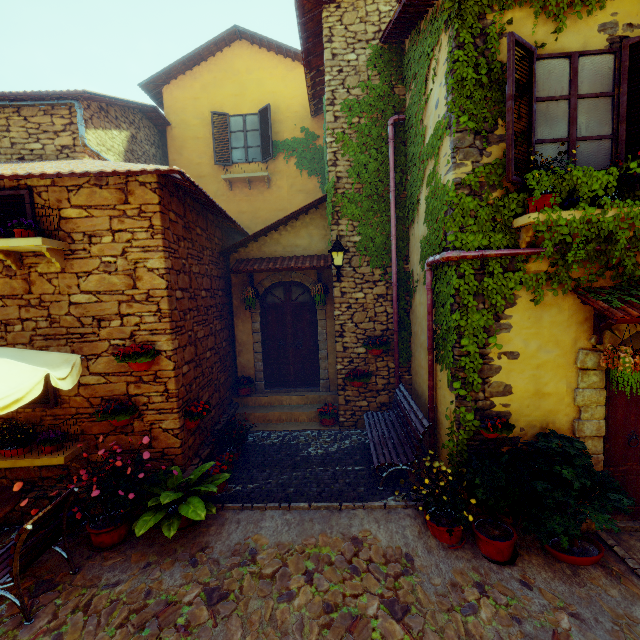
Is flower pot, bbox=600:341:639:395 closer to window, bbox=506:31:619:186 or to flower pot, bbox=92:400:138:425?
window, bbox=506:31:619:186

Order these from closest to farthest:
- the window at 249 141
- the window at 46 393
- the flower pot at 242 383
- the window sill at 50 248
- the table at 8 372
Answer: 1. the table at 8 372
2. the window sill at 50 248
3. the window at 46 393
4. the flower pot at 242 383
5. the window at 249 141

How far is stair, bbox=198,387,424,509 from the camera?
5.0 meters

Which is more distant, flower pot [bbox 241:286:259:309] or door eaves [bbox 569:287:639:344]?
flower pot [bbox 241:286:259:309]

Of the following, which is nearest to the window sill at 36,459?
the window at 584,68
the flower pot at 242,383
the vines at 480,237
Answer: the window at 584,68

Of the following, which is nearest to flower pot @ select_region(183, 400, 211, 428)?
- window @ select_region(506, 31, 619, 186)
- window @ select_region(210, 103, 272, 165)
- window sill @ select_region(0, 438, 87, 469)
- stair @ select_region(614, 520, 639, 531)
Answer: window sill @ select_region(0, 438, 87, 469)

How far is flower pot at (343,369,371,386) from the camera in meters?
7.1

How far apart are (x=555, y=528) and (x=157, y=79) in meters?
14.6
